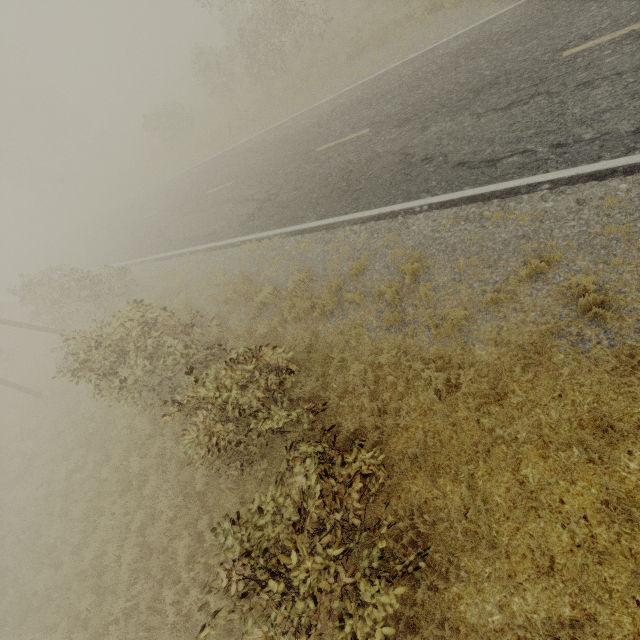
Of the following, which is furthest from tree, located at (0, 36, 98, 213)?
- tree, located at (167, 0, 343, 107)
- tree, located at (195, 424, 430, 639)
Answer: tree, located at (195, 424, 430, 639)

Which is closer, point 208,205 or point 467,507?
point 467,507

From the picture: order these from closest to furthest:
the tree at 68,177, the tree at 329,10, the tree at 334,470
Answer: the tree at 334,470 < the tree at 329,10 < the tree at 68,177

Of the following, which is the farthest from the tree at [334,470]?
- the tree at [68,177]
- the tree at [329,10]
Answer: the tree at [68,177]

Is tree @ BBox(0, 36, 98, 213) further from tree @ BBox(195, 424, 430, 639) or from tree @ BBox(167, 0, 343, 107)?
tree @ BBox(195, 424, 430, 639)

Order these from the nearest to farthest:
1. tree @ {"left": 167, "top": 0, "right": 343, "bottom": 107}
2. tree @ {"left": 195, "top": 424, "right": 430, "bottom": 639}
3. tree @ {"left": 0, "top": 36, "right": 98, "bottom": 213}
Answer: tree @ {"left": 195, "top": 424, "right": 430, "bottom": 639} < tree @ {"left": 167, "top": 0, "right": 343, "bottom": 107} < tree @ {"left": 0, "top": 36, "right": 98, "bottom": 213}

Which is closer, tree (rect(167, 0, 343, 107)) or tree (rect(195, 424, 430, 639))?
tree (rect(195, 424, 430, 639))
